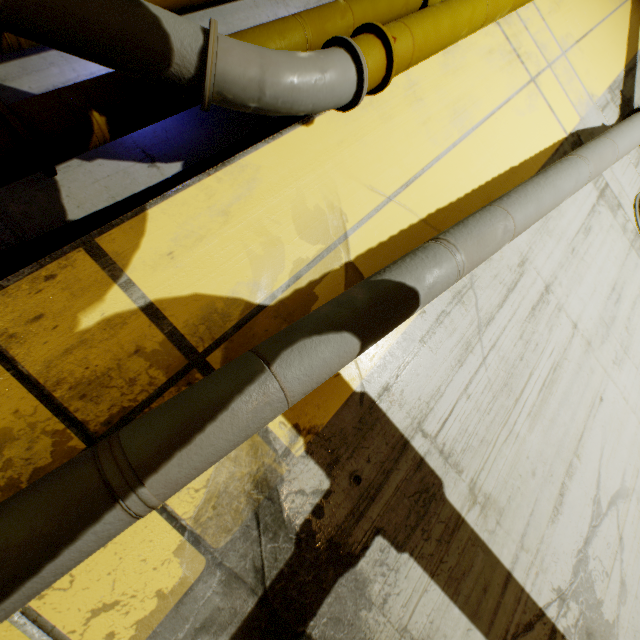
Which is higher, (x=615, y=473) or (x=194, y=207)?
(x=615, y=473)

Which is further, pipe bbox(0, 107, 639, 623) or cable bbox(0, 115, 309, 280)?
cable bbox(0, 115, 309, 280)

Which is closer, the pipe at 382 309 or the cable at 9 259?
the pipe at 382 309
